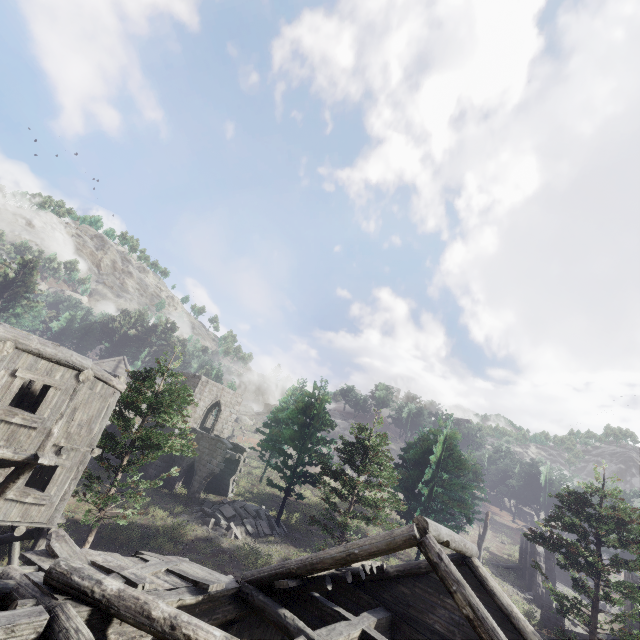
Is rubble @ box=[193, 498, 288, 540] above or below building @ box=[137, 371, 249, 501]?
below

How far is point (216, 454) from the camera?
26.20m

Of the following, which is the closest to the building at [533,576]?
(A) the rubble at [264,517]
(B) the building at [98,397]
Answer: (B) the building at [98,397]

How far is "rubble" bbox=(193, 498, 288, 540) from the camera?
21.2m

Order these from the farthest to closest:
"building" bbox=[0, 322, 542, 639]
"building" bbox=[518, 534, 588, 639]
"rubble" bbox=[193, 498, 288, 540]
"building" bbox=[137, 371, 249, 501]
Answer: "building" bbox=[137, 371, 249, 501] < "building" bbox=[518, 534, 588, 639] < "rubble" bbox=[193, 498, 288, 540] < "building" bbox=[0, 322, 542, 639]

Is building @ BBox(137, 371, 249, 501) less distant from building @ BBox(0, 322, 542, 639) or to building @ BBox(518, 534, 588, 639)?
building @ BBox(0, 322, 542, 639)

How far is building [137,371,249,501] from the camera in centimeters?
2595cm

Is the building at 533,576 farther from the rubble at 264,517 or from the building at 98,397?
the rubble at 264,517
